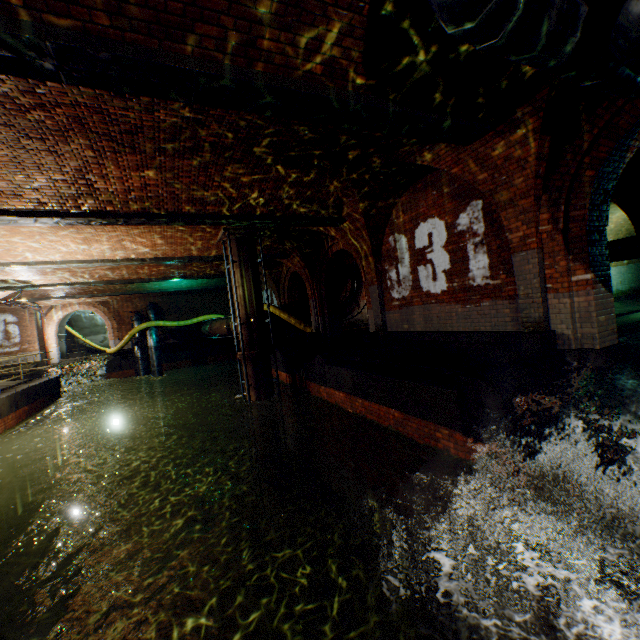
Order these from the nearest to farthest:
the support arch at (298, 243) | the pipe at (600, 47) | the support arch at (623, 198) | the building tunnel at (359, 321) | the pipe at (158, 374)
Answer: the pipe at (600, 47)
the support arch at (623, 198)
the support arch at (298, 243)
the pipe at (158, 374)
the building tunnel at (359, 321)

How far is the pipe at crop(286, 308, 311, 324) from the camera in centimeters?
1844cm

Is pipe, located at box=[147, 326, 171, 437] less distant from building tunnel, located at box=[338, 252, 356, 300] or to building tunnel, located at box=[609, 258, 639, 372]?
building tunnel, located at box=[338, 252, 356, 300]

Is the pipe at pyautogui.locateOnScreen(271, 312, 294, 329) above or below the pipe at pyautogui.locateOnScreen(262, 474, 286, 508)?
above

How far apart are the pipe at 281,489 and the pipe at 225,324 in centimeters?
750cm

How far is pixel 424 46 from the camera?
3.9m

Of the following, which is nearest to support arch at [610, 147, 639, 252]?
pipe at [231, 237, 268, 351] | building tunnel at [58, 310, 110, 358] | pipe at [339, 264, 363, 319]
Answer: pipe at [231, 237, 268, 351]

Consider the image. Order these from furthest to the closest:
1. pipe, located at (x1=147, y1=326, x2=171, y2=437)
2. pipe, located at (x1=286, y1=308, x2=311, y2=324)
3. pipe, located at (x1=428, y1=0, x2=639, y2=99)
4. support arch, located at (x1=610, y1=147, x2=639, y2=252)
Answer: pipe, located at (x1=147, y1=326, x2=171, y2=437) < pipe, located at (x1=286, y1=308, x2=311, y2=324) < support arch, located at (x1=610, y1=147, x2=639, y2=252) < pipe, located at (x1=428, y1=0, x2=639, y2=99)
